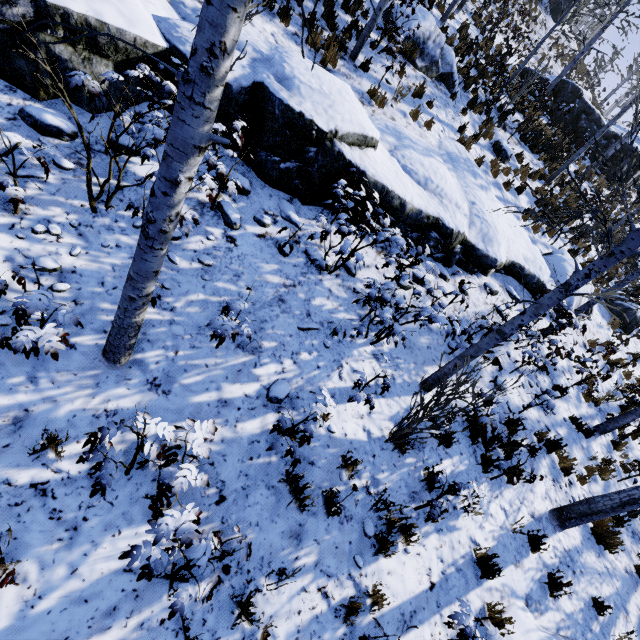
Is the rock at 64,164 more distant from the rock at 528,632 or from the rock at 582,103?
the rock at 582,103

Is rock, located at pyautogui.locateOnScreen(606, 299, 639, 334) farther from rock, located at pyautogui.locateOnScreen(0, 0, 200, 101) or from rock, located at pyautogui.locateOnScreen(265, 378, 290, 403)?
rock, located at pyautogui.locateOnScreen(265, 378, 290, 403)

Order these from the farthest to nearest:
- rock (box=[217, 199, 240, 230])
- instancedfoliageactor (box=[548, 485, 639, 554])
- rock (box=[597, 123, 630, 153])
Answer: rock (box=[597, 123, 630, 153]) → instancedfoliageactor (box=[548, 485, 639, 554]) → rock (box=[217, 199, 240, 230])

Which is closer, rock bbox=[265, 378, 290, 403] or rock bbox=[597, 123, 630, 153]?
rock bbox=[265, 378, 290, 403]

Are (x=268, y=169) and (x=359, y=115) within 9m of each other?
yes

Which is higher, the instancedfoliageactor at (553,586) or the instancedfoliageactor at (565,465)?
the instancedfoliageactor at (565,465)

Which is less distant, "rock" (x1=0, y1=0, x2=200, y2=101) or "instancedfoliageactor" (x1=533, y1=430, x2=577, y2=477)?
"rock" (x1=0, y1=0, x2=200, y2=101)

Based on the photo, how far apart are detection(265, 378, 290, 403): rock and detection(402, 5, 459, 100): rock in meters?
10.7
